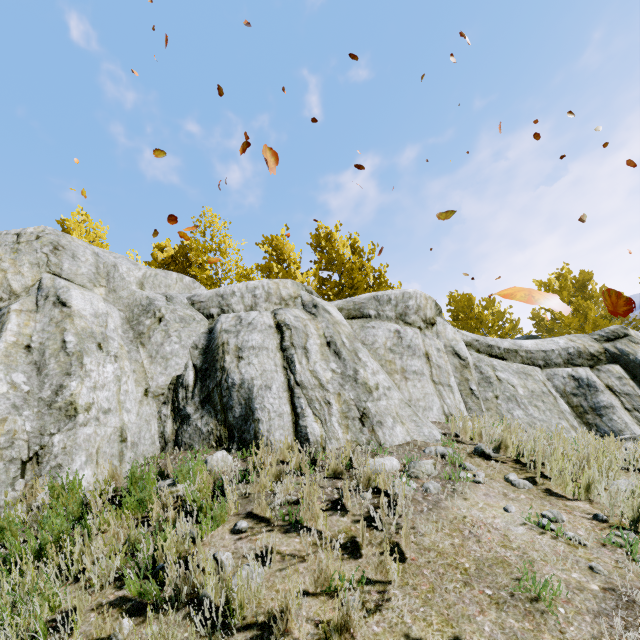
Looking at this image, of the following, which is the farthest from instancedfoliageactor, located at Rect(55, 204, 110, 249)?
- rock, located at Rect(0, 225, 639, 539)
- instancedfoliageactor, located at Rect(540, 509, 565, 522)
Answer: instancedfoliageactor, located at Rect(540, 509, 565, 522)

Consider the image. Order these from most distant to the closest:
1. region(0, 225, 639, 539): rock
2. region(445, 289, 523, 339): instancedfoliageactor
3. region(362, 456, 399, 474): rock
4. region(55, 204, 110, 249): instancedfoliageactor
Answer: region(445, 289, 523, 339): instancedfoliageactor, region(55, 204, 110, 249): instancedfoliageactor, region(0, 225, 639, 539): rock, region(362, 456, 399, 474): rock

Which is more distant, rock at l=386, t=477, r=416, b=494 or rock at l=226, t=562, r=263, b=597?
rock at l=386, t=477, r=416, b=494

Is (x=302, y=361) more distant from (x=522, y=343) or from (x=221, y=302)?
(x=522, y=343)

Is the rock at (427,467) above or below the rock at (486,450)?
above

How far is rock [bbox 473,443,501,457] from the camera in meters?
5.0 m
